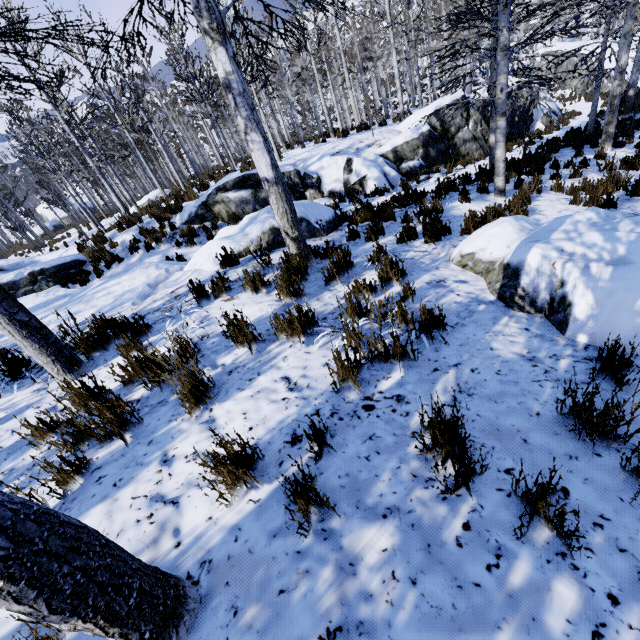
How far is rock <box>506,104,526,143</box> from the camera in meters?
15.7 m

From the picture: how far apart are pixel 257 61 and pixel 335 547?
6.0 meters

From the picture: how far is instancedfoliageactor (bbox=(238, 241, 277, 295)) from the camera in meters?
4.5

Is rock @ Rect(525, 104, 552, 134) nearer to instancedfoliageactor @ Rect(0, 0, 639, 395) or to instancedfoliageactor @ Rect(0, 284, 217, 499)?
instancedfoliageactor @ Rect(0, 0, 639, 395)

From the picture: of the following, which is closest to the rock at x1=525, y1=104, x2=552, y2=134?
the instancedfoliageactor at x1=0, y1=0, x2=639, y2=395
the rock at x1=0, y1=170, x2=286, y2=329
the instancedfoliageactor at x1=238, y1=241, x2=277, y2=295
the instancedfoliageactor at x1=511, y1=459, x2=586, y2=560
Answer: the instancedfoliageactor at x1=0, y1=0, x2=639, y2=395

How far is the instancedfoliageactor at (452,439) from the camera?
1.7 meters

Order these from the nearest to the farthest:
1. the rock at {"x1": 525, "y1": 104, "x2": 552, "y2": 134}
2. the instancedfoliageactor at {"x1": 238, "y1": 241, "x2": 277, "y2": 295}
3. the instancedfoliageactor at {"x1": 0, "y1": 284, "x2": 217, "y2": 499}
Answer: the instancedfoliageactor at {"x1": 0, "y1": 284, "x2": 217, "y2": 499}
the instancedfoliageactor at {"x1": 238, "y1": 241, "x2": 277, "y2": 295}
the rock at {"x1": 525, "y1": 104, "x2": 552, "y2": 134}
